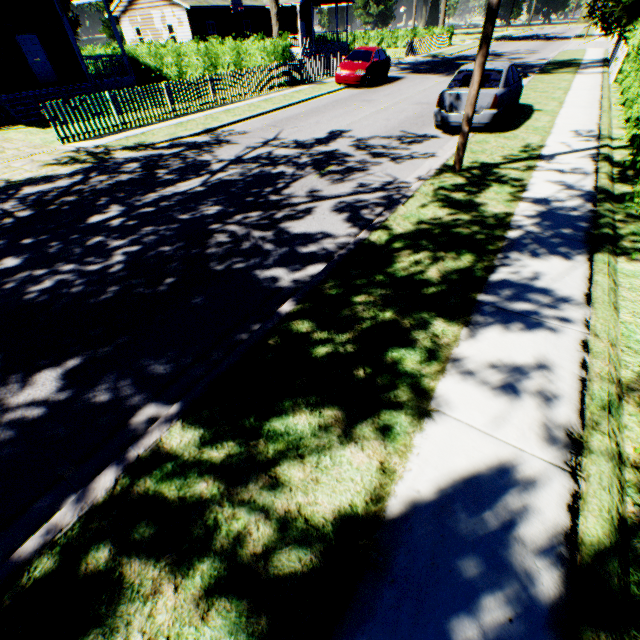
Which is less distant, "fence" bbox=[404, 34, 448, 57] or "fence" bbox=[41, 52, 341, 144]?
"fence" bbox=[41, 52, 341, 144]

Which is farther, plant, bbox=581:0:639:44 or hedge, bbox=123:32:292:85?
hedge, bbox=123:32:292:85

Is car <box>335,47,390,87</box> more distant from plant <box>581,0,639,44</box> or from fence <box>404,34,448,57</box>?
fence <box>404,34,448,57</box>

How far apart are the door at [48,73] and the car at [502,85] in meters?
23.8 m

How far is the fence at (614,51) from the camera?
14.8m

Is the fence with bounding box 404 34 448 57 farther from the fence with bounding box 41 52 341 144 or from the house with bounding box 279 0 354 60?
the fence with bounding box 41 52 341 144

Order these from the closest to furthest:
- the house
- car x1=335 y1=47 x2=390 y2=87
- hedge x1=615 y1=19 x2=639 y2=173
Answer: hedge x1=615 y1=19 x2=639 y2=173 < car x1=335 y1=47 x2=390 y2=87 < the house

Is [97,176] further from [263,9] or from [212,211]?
[263,9]
